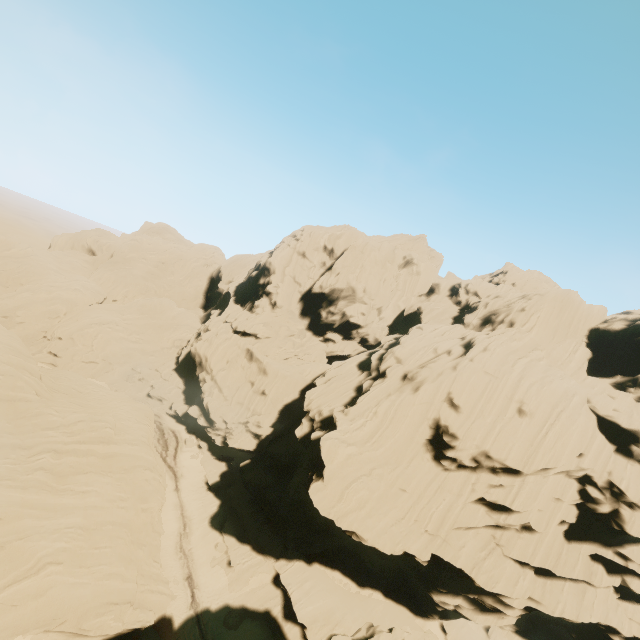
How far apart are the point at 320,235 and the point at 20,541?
43.6 meters
